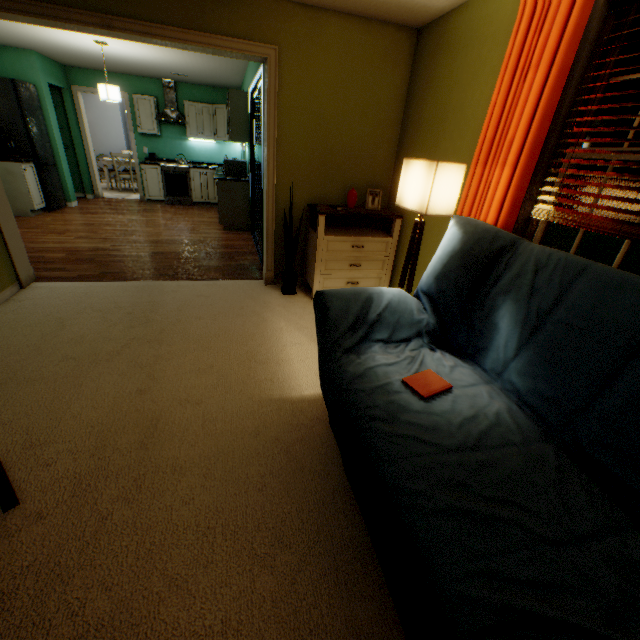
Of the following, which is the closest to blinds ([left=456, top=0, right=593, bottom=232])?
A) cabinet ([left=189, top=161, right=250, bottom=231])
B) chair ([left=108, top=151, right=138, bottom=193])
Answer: cabinet ([left=189, top=161, right=250, bottom=231])

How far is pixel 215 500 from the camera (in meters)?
1.44

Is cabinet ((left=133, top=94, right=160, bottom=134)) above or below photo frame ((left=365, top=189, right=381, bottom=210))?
above

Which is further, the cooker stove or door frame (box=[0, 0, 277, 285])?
the cooker stove

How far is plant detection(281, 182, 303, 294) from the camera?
3.19m

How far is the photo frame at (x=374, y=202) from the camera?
3.3m

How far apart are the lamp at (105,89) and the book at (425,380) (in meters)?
5.83

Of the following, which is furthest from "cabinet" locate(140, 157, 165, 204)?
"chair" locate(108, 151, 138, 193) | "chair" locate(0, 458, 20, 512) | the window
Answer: the window
